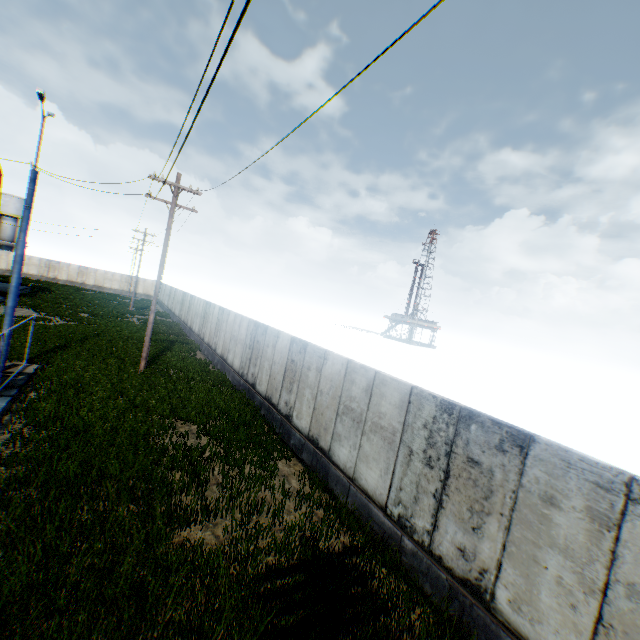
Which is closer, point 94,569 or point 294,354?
point 94,569

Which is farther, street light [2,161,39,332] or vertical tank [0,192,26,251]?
vertical tank [0,192,26,251]

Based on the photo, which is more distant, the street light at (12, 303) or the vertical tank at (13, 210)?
the vertical tank at (13, 210)

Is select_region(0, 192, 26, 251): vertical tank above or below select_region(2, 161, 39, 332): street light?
above

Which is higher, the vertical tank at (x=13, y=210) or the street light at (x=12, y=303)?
the vertical tank at (x=13, y=210)
